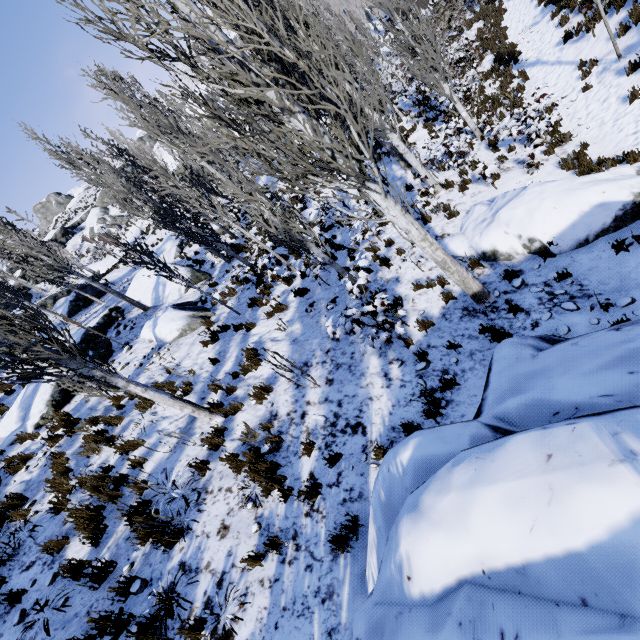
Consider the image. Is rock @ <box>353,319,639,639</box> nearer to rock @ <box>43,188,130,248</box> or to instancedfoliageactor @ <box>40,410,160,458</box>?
instancedfoliageactor @ <box>40,410,160,458</box>

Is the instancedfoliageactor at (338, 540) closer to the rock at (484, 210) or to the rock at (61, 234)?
the rock at (484, 210)

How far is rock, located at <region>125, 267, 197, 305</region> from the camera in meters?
16.3

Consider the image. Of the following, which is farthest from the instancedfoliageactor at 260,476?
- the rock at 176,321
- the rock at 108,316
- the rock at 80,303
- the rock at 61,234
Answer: the rock at 61,234

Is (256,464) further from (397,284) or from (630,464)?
(397,284)

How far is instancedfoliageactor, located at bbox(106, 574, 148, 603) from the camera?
4.5m

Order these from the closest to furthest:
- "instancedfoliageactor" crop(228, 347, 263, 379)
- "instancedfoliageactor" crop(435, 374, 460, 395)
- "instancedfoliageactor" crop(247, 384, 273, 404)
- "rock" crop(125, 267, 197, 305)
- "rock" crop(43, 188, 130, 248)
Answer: "instancedfoliageactor" crop(435, 374, 460, 395) → "instancedfoliageactor" crop(247, 384, 273, 404) → "instancedfoliageactor" crop(228, 347, 263, 379) → "rock" crop(125, 267, 197, 305) → "rock" crop(43, 188, 130, 248)
